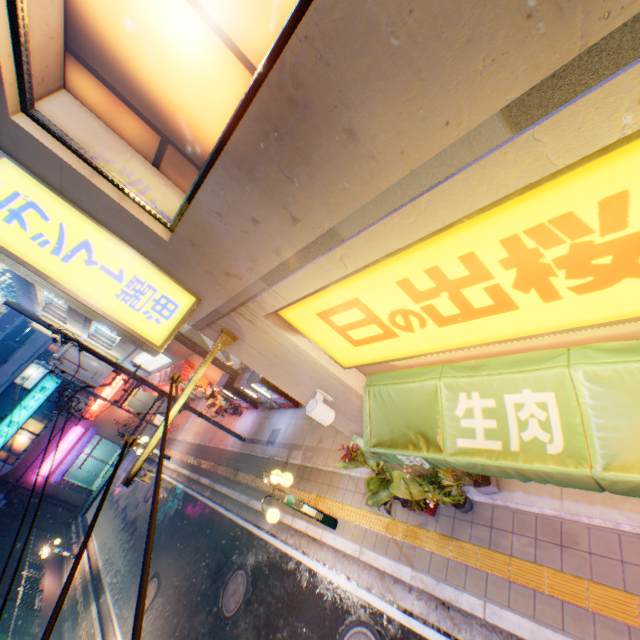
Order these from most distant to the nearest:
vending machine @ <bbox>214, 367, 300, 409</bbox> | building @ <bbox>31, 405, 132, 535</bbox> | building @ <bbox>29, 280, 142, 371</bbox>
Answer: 1. building @ <bbox>31, 405, 132, 535</bbox>
2. building @ <bbox>29, 280, 142, 371</bbox>
3. vending machine @ <bbox>214, 367, 300, 409</bbox>

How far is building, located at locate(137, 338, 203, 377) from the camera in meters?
15.9

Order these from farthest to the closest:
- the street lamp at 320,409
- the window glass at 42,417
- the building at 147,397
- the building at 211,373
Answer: the building at 147,397 < the window glass at 42,417 < the building at 211,373 < the street lamp at 320,409

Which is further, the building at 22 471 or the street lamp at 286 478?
the building at 22 471

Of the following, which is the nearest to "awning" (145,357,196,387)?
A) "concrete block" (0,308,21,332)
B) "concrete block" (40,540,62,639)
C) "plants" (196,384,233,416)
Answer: "plants" (196,384,233,416)

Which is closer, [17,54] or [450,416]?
[17,54]

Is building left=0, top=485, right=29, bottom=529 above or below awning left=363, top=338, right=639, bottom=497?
above

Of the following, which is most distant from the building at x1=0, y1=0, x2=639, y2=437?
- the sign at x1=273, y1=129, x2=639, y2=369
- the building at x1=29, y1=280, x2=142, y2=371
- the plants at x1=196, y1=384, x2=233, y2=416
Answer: the plants at x1=196, y1=384, x2=233, y2=416
